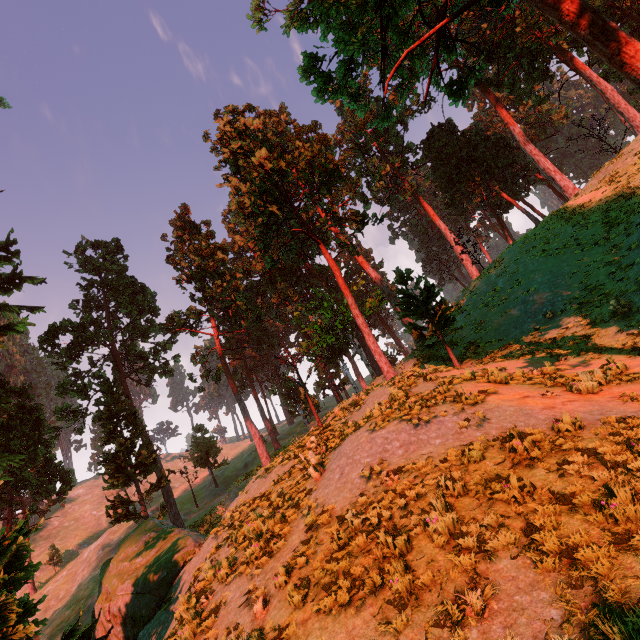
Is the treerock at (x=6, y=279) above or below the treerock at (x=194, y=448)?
above

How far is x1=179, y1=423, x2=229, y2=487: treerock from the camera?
41.7 meters

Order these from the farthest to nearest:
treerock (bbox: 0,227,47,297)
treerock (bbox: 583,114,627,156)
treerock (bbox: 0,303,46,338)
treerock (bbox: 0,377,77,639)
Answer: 1. treerock (bbox: 583,114,627,156)
2. treerock (bbox: 0,227,47,297)
3. treerock (bbox: 0,303,46,338)
4. treerock (bbox: 0,377,77,639)

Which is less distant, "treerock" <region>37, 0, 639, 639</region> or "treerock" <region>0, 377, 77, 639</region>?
"treerock" <region>0, 377, 77, 639</region>

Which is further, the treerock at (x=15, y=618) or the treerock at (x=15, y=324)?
the treerock at (x=15, y=324)

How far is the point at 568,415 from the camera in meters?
6.8 m
